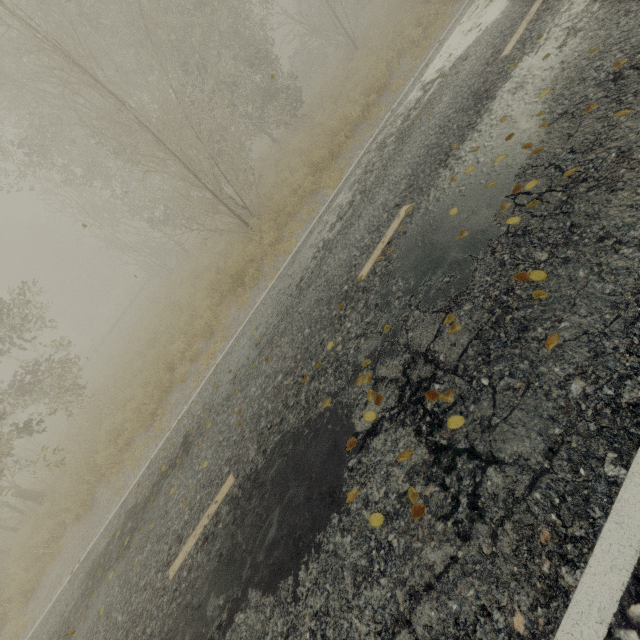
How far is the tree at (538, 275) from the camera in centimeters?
298cm

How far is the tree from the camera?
2.98m

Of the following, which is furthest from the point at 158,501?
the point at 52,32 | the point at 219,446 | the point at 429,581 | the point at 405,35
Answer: the point at 405,35
